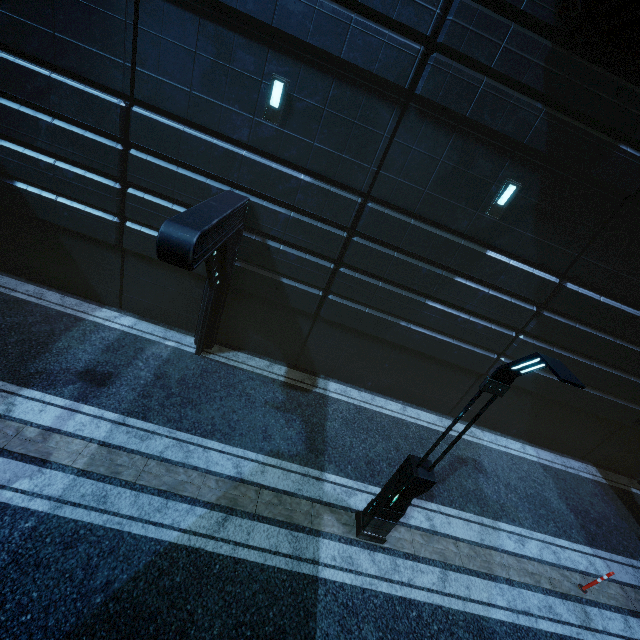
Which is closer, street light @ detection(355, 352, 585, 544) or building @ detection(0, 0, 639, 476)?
street light @ detection(355, 352, 585, 544)

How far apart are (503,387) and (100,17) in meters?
10.7 m

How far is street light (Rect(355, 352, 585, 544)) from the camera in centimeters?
426cm

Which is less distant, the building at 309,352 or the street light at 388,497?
the street light at 388,497

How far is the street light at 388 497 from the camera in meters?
4.3
